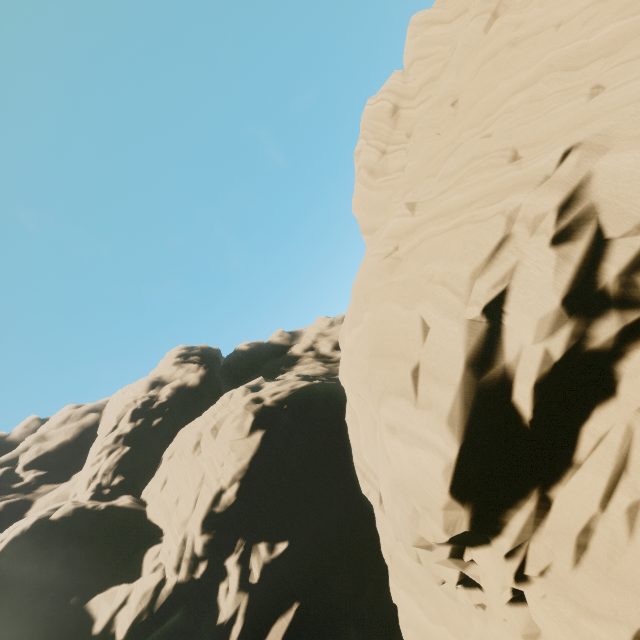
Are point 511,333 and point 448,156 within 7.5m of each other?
no
